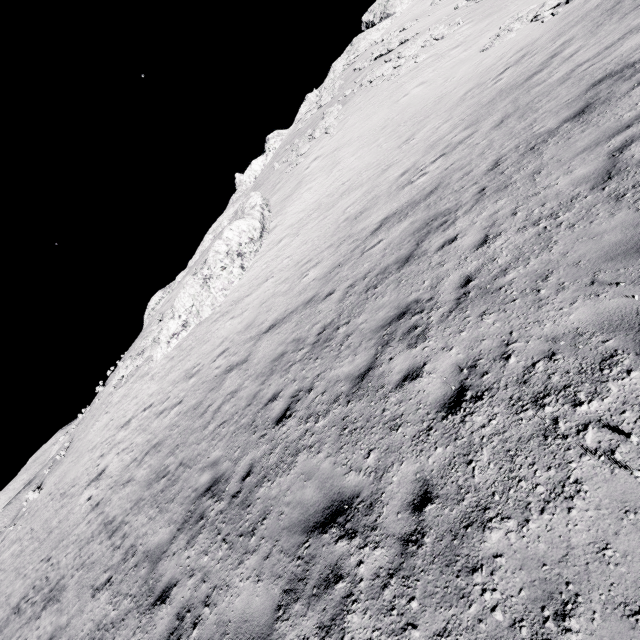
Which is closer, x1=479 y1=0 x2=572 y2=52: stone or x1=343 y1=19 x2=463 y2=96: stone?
x1=479 y1=0 x2=572 y2=52: stone

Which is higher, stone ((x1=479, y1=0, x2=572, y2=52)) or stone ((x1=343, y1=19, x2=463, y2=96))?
stone ((x1=343, y1=19, x2=463, y2=96))

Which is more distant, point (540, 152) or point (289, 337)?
point (289, 337)

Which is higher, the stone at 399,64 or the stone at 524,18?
the stone at 399,64

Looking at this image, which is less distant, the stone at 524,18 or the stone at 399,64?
the stone at 524,18

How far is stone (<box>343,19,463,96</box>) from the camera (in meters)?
26.55
